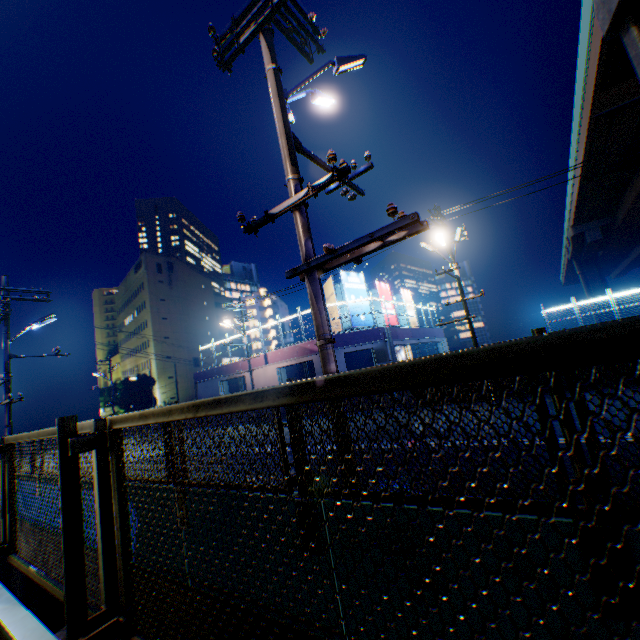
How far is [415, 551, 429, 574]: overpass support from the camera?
2.70m

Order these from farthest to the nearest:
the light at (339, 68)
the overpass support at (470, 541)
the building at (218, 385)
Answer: the building at (218, 385)
the light at (339, 68)
the overpass support at (470, 541)

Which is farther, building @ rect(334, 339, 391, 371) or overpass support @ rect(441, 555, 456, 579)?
building @ rect(334, 339, 391, 371)

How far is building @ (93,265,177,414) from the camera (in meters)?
52.88

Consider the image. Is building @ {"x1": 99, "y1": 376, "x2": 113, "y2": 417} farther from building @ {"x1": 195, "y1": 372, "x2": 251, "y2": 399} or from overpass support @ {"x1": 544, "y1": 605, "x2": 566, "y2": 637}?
overpass support @ {"x1": 544, "y1": 605, "x2": 566, "y2": 637}

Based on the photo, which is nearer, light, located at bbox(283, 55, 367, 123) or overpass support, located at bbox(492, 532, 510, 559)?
overpass support, located at bbox(492, 532, 510, 559)

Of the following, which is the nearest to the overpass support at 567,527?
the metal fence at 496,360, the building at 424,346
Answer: the metal fence at 496,360

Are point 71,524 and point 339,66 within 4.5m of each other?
no
